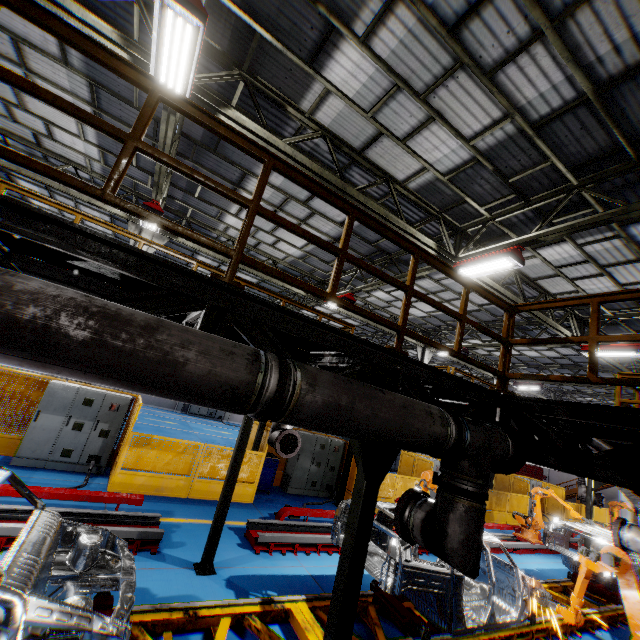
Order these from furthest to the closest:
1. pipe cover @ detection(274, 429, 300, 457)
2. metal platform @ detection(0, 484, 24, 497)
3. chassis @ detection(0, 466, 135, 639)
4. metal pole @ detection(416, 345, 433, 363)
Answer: metal pole @ detection(416, 345, 433, 363) < pipe cover @ detection(274, 429, 300, 457) < metal platform @ detection(0, 484, 24, 497) < chassis @ detection(0, 466, 135, 639)

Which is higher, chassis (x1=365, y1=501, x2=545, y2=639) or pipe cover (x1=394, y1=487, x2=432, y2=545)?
pipe cover (x1=394, y1=487, x2=432, y2=545)

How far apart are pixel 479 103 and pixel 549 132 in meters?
1.5 m

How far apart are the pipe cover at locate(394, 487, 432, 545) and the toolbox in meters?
8.2

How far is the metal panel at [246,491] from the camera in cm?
989

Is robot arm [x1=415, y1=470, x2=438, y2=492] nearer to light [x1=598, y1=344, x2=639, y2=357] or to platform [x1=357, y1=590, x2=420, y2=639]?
platform [x1=357, y1=590, x2=420, y2=639]

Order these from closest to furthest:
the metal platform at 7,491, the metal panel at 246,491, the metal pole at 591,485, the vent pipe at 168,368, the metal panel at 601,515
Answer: the vent pipe at 168,368, the metal platform at 7,491, the metal panel at 246,491, the metal pole at 591,485, the metal panel at 601,515

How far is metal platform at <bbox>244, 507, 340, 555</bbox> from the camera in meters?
7.2
